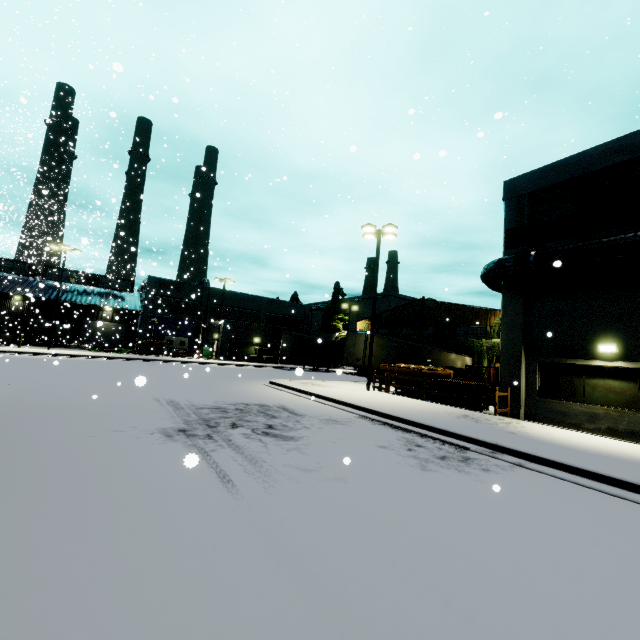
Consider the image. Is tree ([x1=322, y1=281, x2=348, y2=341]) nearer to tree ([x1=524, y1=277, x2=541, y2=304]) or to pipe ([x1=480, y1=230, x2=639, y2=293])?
pipe ([x1=480, y1=230, x2=639, y2=293])

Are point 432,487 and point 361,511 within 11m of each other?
yes

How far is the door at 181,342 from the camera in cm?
4282

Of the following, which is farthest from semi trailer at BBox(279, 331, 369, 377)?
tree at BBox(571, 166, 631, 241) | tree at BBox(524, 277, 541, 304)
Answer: tree at BBox(571, 166, 631, 241)

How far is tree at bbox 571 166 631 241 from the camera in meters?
11.9 m

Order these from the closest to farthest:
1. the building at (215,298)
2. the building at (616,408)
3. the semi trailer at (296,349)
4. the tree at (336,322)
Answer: the building at (616,408) < the semi trailer at (296,349) < the building at (215,298) < the tree at (336,322)

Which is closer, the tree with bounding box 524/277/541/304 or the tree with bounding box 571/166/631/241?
the tree with bounding box 571/166/631/241

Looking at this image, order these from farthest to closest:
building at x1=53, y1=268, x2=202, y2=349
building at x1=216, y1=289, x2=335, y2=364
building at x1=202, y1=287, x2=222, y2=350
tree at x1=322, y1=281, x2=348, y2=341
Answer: tree at x1=322, y1=281, x2=348, y2=341 < building at x1=202, y1=287, x2=222, y2=350 < building at x1=53, y1=268, x2=202, y2=349 < building at x1=216, y1=289, x2=335, y2=364
